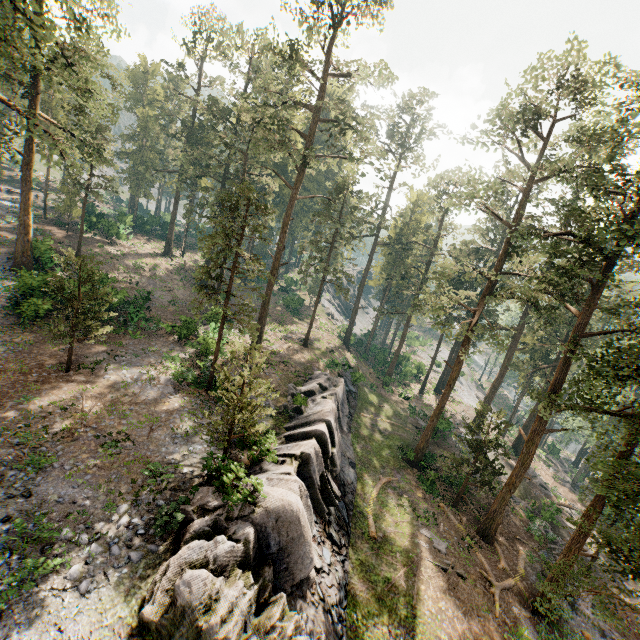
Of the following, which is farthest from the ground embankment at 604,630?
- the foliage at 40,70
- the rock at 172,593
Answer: the rock at 172,593

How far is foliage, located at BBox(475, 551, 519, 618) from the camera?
18.23m

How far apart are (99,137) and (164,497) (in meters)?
33.15

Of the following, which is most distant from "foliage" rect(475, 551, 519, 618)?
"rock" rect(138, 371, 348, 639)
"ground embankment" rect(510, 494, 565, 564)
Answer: "rock" rect(138, 371, 348, 639)

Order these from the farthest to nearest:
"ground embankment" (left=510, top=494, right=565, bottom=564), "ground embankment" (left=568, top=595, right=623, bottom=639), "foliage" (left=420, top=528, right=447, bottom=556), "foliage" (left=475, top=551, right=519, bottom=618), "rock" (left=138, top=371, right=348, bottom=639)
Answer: "ground embankment" (left=510, top=494, right=565, bottom=564)
"foliage" (left=420, top=528, right=447, bottom=556)
"ground embankment" (left=568, top=595, right=623, bottom=639)
"foliage" (left=475, top=551, right=519, bottom=618)
"rock" (left=138, top=371, right=348, bottom=639)
